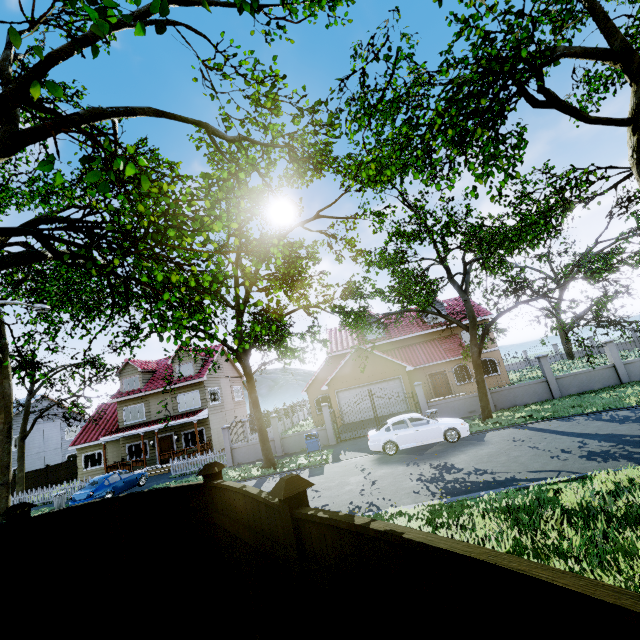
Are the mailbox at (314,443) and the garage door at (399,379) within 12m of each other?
yes

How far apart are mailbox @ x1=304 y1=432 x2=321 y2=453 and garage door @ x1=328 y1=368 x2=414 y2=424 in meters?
7.8

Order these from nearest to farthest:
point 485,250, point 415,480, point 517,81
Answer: point 517,81 → point 415,480 → point 485,250

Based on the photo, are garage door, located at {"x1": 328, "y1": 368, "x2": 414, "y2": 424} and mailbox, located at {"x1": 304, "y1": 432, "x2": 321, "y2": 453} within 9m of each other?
yes

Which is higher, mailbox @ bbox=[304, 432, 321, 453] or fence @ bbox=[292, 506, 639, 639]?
fence @ bbox=[292, 506, 639, 639]

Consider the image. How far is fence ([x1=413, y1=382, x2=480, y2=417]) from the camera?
19.0 meters

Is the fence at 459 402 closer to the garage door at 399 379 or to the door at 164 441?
the garage door at 399 379

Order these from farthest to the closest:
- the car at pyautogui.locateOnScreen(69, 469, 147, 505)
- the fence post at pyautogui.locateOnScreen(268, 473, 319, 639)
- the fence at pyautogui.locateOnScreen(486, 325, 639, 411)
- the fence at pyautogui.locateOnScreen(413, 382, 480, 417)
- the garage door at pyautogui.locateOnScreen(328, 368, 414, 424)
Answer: the garage door at pyautogui.locateOnScreen(328, 368, 414, 424) → the fence at pyautogui.locateOnScreen(413, 382, 480, 417) → the fence at pyautogui.locateOnScreen(486, 325, 639, 411) → the car at pyautogui.locateOnScreen(69, 469, 147, 505) → the fence post at pyautogui.locateOnScreen(268, 473, 319, 639)
